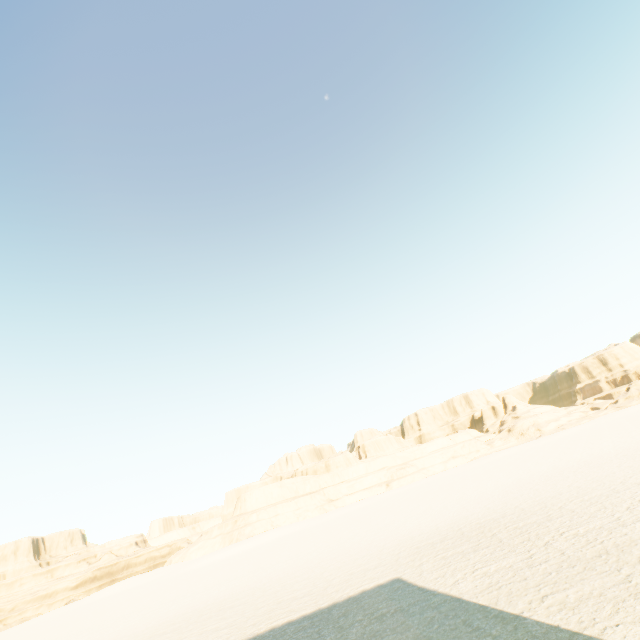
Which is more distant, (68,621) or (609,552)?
(68,621)
